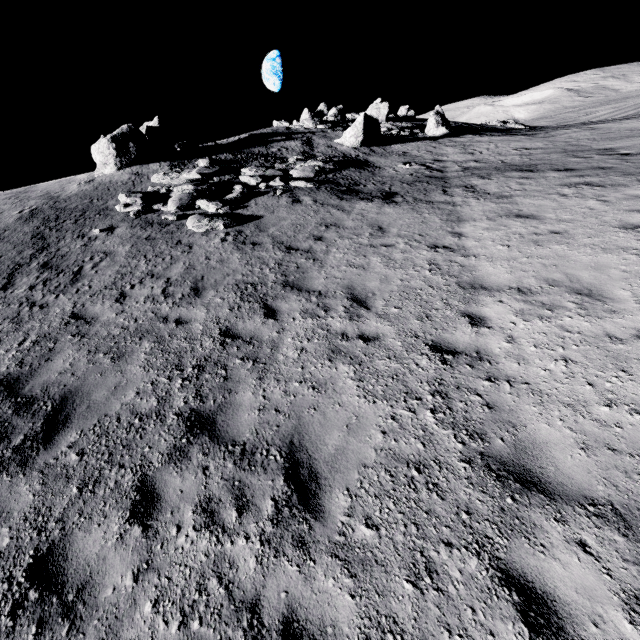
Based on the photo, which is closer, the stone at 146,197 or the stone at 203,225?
the stone at 203,225

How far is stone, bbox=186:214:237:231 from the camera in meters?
11.5 m

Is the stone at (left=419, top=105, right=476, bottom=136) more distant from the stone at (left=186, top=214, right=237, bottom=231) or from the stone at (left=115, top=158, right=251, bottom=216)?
the stone at (left=186, top=214, right=237, bottom=231)

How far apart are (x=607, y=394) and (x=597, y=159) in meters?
13.3

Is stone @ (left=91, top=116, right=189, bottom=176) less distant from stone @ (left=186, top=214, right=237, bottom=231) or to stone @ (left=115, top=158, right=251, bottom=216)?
stone @ (left=115, top=158, right=251, bottom=216)

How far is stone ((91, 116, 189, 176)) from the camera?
18.3 meters

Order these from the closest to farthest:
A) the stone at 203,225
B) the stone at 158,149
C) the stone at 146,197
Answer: the stone at 203,225, the stone at 146,197, the stone at 158,149

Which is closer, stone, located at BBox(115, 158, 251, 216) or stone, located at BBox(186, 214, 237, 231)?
stone, located at BBox(186, 214, 237, 231)
